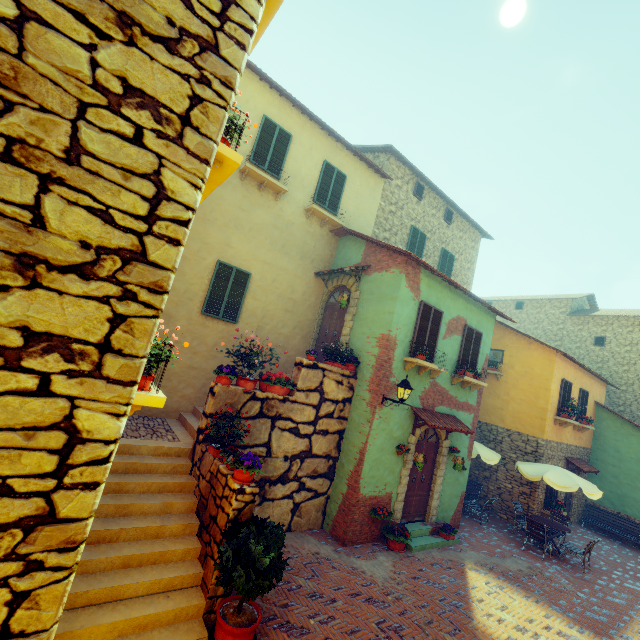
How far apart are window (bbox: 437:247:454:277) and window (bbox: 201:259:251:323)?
9.7m

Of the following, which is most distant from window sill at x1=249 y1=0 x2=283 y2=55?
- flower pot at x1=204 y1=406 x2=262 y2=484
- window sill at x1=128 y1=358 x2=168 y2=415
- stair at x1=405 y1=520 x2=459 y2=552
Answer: stair at x1=405 y1=520 x2=459 y2=552

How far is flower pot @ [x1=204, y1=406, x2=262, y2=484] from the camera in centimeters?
529cm

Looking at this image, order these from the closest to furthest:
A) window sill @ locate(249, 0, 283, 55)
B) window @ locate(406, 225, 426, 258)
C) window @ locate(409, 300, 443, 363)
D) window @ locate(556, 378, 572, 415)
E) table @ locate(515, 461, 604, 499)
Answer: window sill @ locate(249, 0, 283, 55) → window @ locate(409, 300, 443, 363) → table @ locate(515, 461, 604, 499) → window @ locate(556, 378, 572, 415) → window @ locate(406, 225, 426, 258)

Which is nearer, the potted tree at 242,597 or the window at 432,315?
the potted tree at 242,597

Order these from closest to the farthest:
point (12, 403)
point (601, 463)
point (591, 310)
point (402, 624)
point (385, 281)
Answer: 1. point (12, 403)
2. point (402, 624)
3. point (385, 281)
4. point (601, 463)
5. point (591, 310)

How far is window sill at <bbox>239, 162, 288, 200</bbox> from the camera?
9.6 meters

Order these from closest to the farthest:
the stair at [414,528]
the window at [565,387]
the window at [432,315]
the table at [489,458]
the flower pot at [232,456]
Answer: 1. the flower pot at [232,456]
2. the stair at [414,528]
3. the window at [432,315]
4. the table at [489,458]
5. the window at [565,387]
